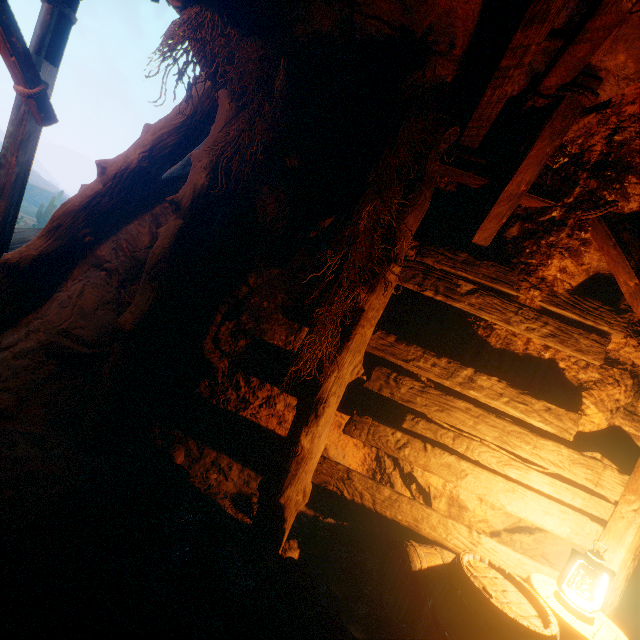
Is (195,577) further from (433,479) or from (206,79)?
(206,79)

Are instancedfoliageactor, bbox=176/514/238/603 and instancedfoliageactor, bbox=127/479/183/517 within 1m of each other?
yes

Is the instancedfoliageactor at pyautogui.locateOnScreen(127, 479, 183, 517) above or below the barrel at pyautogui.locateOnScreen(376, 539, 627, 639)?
below

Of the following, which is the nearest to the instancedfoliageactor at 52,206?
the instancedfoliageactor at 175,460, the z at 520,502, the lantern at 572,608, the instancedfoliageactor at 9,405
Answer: the z at 520,502

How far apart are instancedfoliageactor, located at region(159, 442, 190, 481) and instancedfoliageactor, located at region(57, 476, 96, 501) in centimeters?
75cm

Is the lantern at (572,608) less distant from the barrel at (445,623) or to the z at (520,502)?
the barrel at (445,623)

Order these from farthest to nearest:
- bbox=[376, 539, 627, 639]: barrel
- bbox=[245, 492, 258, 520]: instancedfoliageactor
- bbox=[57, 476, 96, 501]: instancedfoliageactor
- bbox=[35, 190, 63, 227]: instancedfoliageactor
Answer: bbox=[35, 190, 63, 227]: instancedfoliageactor < bbox=[245, 492, 258, 520]: instancedfoliageactor < bbox=[57, 476, 96, 501]: instancedfoliageactor < bbox=[376, 539, 627, 639]: barrel

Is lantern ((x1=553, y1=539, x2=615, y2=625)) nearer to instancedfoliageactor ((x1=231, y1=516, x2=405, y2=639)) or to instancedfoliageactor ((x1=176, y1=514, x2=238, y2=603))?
instancedfoliageactor ((x1=231, y1=516, x2=405, y2=639))
